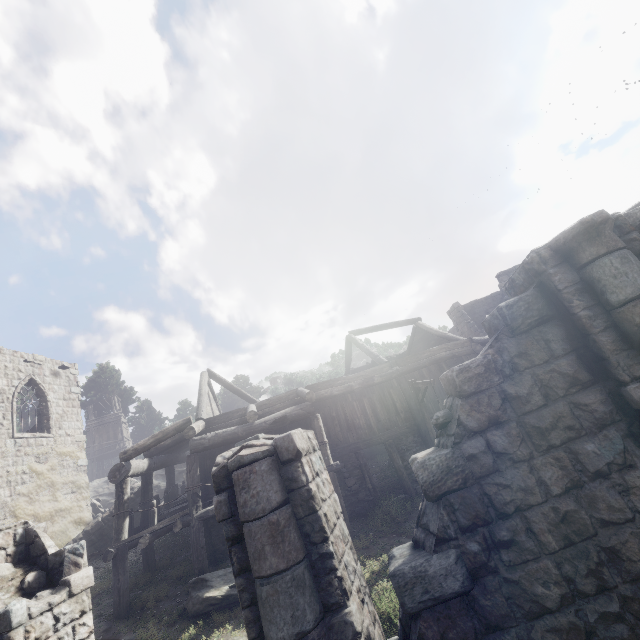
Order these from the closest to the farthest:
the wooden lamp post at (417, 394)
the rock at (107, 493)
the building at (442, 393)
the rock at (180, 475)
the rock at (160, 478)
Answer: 1. the building at (442, 393)
2. the wooden lamp post at (417, 394)
3. the rock at (107, 493)
4. the rock at (160, 478)
5. the rock at (180, 475)

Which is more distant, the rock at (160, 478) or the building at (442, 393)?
the rock at (160, 478)

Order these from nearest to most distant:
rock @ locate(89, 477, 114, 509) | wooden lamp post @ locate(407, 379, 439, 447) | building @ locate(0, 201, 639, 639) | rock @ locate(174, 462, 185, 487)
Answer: building @ locate(0, 201, 639, 639), wooden lamp post @ locate(407, 379, 439, 447), rock @ locate(89, 477, 114, 509), rock @ locate(174, 462, 185, 487)

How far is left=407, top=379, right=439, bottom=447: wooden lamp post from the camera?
11.8 meters

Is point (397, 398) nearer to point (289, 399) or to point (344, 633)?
point (289, 399)

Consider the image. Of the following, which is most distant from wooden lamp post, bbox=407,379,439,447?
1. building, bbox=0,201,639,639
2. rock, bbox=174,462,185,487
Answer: rock, bbox=174,462,185,487

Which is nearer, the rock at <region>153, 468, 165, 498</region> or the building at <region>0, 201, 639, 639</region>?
the building at <region>0, 201, 639, 639</region>

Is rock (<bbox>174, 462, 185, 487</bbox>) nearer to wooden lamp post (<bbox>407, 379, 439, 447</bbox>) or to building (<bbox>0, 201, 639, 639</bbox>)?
building (<bbox>0, 201, 639, 639</bbox>)
